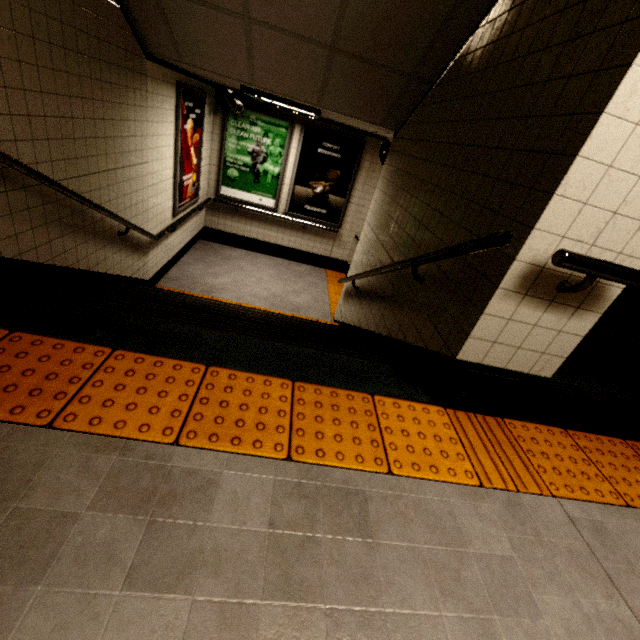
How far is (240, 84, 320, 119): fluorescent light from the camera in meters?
3.9 m

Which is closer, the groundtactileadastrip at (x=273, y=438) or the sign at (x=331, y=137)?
the groundtactileadastrip at (x=273, y=438)

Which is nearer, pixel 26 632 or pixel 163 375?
pixel 26 632

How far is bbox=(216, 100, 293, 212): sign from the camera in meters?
6.1

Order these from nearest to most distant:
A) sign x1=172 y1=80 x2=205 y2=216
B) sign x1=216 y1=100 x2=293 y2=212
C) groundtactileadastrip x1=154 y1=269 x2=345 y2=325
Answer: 1. sign x1=172 y1=80 x2=205 y2=216
2. groundtactileadastrip x1=154 y1=269 x2=345 y2=325
3. sign x1=216 y1=100 x2=293 y2=212

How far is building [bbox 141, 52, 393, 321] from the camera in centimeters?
405cm

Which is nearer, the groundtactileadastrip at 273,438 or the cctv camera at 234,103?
the groundtactileadastrip at 273,438

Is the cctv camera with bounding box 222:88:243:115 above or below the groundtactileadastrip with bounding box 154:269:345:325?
above
